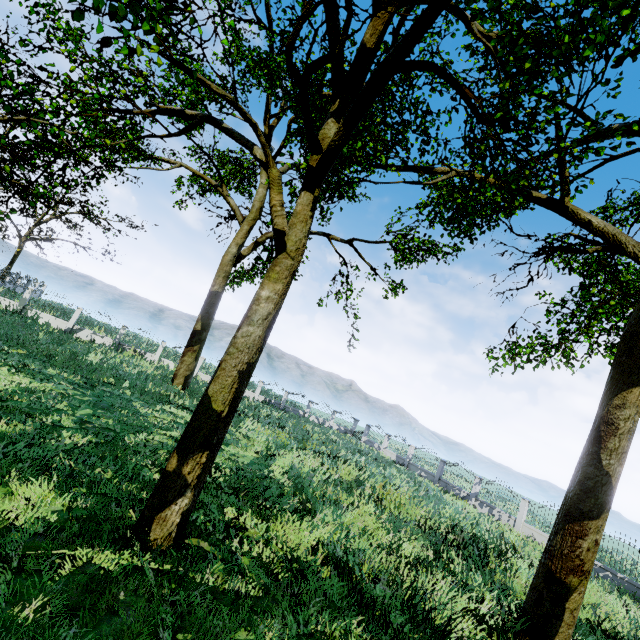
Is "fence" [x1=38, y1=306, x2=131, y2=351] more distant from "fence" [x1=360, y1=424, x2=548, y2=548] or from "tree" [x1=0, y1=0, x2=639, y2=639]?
"fence" [x1=360, y1=424, x2=548, y2=548]

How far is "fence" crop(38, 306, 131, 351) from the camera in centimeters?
2369cm

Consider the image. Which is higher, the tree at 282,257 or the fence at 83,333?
the tree at 282,257

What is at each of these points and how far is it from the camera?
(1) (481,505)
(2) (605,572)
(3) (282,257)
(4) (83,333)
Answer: (1) fence, 22.1 meters
(2) fence, 16.1 meters
(3) tree, 7.1 meters
(4) fence, 24.6 meters

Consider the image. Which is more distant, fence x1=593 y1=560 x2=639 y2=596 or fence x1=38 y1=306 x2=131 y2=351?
Result: fence x1=38 y1=306 x2=131 y2=351

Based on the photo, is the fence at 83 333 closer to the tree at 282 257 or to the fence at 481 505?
the tree at 282 257

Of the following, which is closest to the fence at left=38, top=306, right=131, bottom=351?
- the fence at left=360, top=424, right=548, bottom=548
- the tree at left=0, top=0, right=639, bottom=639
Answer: the tree at left=0, top=0, right=639, bottom=639

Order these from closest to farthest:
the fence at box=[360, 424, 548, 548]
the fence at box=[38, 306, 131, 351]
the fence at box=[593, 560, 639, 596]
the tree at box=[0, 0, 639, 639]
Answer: the tree at box=[0, 0, 639, 639]
the fence at box=[593, 560, 639, 596]
the fence at box=[360, 424, 548, 548]
the fence at box=[38, 306, 131, 351]
